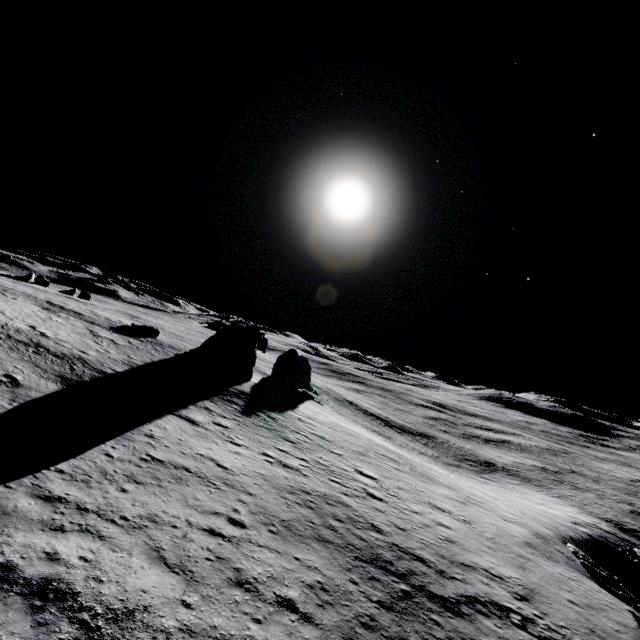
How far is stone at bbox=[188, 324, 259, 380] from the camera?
35.94m

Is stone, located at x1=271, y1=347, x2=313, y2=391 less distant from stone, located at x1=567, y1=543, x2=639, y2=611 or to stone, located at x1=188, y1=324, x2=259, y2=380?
stone, located at x1=188, y1=324, x2=259, y2=380

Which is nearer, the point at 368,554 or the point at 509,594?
the point at 368,554

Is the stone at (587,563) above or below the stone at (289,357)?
below

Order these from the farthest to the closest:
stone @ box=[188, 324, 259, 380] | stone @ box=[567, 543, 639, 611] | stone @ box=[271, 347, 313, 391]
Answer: stone @ box=[271, 347, 313, 391]
stone @ box=[188, 324, 259, 380]
stone @ box=[567, 543, 639, 611]

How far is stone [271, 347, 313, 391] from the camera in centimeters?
4734cm

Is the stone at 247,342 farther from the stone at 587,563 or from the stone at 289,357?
the stone at 587,563
